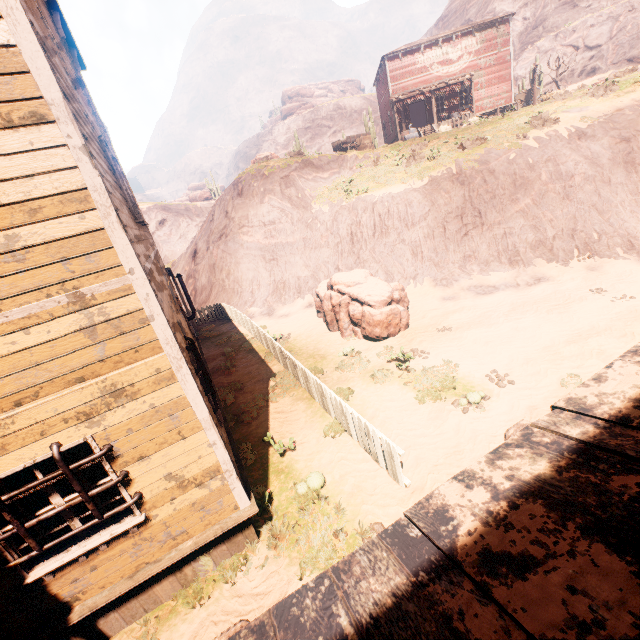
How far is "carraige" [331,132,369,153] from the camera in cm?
2592

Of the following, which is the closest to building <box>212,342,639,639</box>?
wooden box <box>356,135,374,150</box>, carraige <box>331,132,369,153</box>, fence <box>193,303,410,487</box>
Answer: fence <box>193,303,410,487</box>

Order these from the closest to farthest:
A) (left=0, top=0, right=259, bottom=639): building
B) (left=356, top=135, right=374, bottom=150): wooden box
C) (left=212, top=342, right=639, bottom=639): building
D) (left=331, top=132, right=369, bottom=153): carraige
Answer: (left=212, top=342, right=639, bottom=639): building → (left=0, top=0, right=259, bottom=639): building → (left=356, top=135, right=374, bottom=150): wooden box → (left=331, top=132, right=369, bottom=153): carraige

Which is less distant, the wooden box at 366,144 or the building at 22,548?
the building at 22,548

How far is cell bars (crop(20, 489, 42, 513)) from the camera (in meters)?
6.44

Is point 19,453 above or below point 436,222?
above

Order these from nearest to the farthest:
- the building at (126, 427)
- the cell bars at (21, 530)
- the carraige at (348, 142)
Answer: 1. the building at (126, 427)
2. the cell bars at (21, 530)
3. the carraige at (348, 142)

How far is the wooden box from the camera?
25.30m
